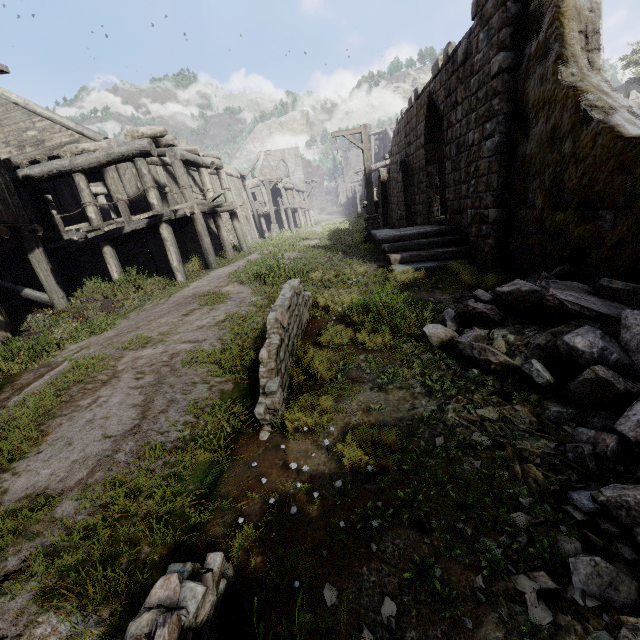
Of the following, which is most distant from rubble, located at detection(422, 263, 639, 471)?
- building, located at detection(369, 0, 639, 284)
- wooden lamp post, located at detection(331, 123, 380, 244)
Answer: wooden lamp post, located at detection(331, 123, 380, 244)

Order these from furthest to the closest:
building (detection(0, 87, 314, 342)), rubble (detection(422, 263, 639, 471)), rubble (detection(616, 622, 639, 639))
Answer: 1. building (detection(0, 87, 314, 342))
2. rubble (detection(422, 263, 639, 471))
3. rubble (detection(616, 622, 639, 639))

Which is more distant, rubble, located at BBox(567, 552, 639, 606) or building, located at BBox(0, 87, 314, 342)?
building, located at BBox(0, 87, 314, 342)

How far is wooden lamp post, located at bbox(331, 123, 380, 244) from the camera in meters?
13.2 m

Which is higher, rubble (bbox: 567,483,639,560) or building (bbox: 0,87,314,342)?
building (bbox: 0,87,314,342)

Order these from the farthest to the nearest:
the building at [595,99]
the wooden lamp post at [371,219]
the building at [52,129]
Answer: the wooden lamp post at [371,219] < the building at [52,129] < the building at [595,99]

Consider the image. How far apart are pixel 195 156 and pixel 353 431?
14.9m

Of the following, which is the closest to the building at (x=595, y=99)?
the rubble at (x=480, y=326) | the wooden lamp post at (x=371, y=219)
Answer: the rubble at (x=480, y=326)
